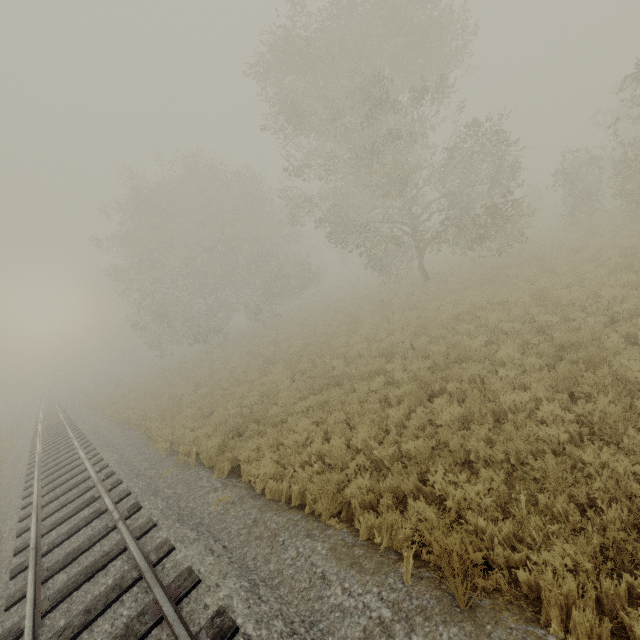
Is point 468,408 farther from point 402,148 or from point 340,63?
point 340,63
